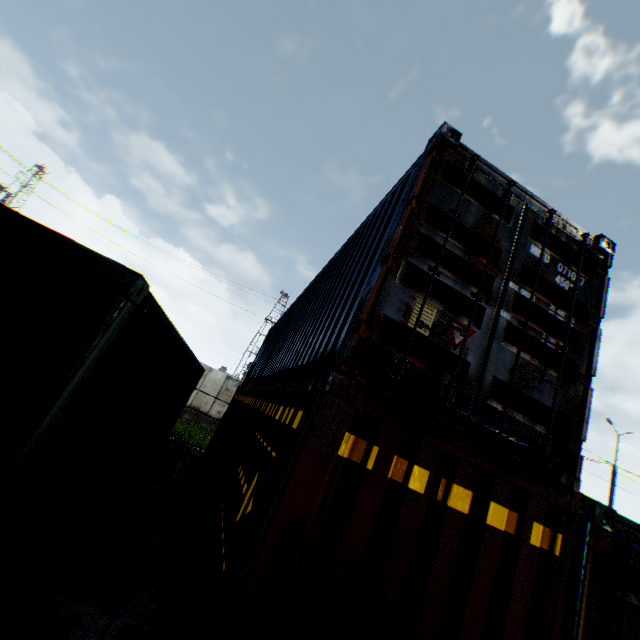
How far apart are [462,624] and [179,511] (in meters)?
6.21
